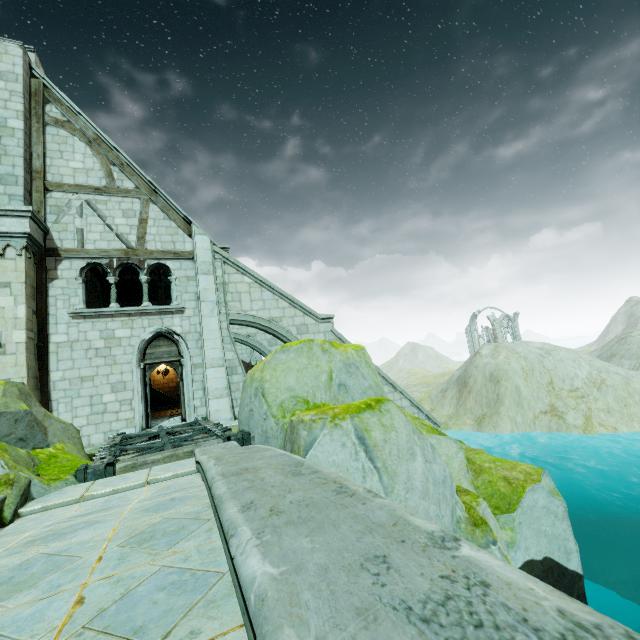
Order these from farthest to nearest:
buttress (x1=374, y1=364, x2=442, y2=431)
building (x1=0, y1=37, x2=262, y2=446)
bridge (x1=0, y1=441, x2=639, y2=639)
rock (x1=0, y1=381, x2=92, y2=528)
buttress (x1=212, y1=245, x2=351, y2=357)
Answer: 1. buttress (x1=374, y1=364, x2=442, y2=431)
2. buttress (x1=212, y1=245, x2=351, y2=357)
3. building (x1=0, y1=37, x2=262, y2=446)
4. rock (x1=0, y1=381, x2=92, y2=528)
5. bridge (x1=0, y1=441, x2=639, y2=639)

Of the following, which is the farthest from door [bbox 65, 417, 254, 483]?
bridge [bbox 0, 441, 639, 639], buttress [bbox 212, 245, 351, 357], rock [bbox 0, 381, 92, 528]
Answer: buttress [bbox 212, 245, 351, 357]

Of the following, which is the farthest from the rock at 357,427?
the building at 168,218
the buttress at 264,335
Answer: the building at 168,218

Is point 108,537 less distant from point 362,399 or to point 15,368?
point 362,399

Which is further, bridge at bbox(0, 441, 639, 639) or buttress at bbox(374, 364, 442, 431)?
buttress at bbox(374, 364, 442, 431)

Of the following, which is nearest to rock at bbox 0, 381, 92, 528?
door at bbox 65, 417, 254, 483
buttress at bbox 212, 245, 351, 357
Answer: door at bbox 65, 417, 254, 483

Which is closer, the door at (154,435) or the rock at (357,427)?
the rock at (357,427)

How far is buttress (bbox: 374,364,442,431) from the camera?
14.53m
